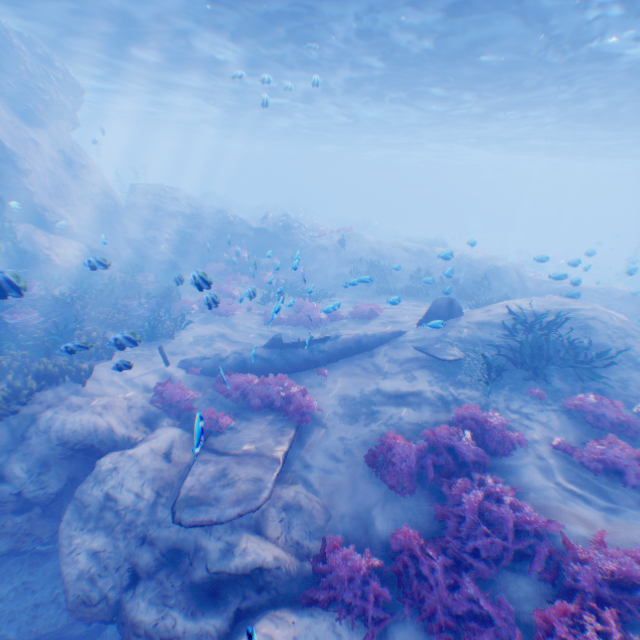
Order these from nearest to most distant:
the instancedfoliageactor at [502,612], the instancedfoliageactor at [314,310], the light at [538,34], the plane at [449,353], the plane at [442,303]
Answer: the instancedfoliageactor at [502,612], the plane at [449,353], the instancedfoliageactor at [314,310], the plane at [442,303], the light at [538,34]

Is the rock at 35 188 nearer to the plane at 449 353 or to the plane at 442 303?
the plane at 442 303

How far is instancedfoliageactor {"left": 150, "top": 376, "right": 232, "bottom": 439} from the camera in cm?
841

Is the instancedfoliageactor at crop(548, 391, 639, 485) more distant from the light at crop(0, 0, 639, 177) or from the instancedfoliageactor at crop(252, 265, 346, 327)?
the light at crop(0, 0, 639, 177)

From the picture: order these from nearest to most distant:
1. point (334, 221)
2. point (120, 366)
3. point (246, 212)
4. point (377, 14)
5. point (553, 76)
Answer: point (120, 366) → point (377, 14) → point (553, 76) → point (246, 212) → point (334, 221)

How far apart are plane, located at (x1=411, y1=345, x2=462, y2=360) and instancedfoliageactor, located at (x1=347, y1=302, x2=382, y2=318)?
3.38m

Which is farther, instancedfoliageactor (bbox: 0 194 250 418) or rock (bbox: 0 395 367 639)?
instancedfoliageactor (bbox: 0 194 250 418)
